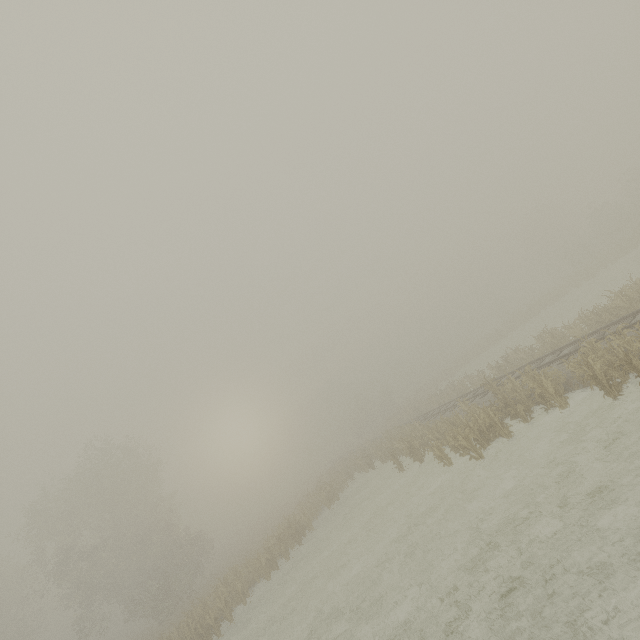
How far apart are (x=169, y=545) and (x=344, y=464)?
19.3 meters
